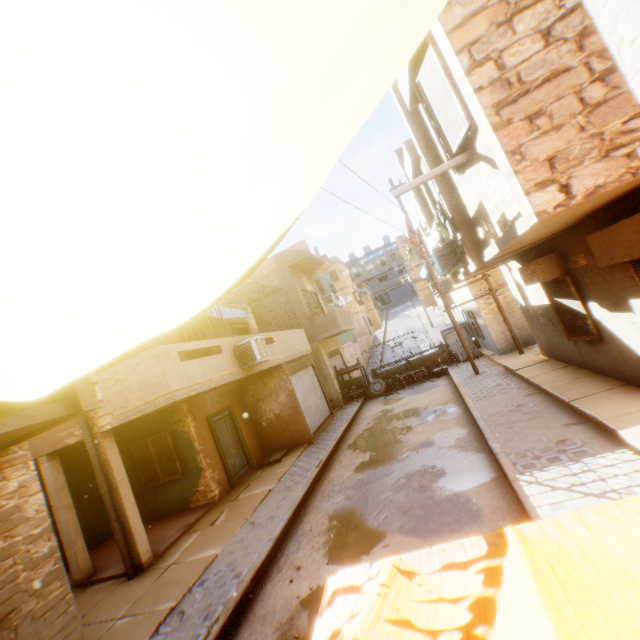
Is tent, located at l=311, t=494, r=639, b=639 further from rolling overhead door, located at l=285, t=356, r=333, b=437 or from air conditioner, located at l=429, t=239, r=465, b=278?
air conditioner, located at l=429, t=239, r=465, b=278

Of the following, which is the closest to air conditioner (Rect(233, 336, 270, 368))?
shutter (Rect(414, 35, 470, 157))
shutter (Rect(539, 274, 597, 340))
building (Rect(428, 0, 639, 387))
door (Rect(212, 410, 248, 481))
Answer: building (Rect(428, 0, 639, 387))

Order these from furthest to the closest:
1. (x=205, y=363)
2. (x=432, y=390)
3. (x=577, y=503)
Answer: (x=432, y=390), (x=205, y=363), (x=577, y=503)

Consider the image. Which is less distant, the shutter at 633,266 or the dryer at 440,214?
the shutter at 633,266

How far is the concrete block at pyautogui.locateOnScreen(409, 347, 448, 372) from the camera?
18.0m

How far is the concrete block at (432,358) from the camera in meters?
18.0

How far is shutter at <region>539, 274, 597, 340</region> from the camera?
7.10m

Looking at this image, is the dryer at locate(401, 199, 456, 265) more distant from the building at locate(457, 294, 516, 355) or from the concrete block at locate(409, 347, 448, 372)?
the concrete block at locate(409, 347, 448, 372)
